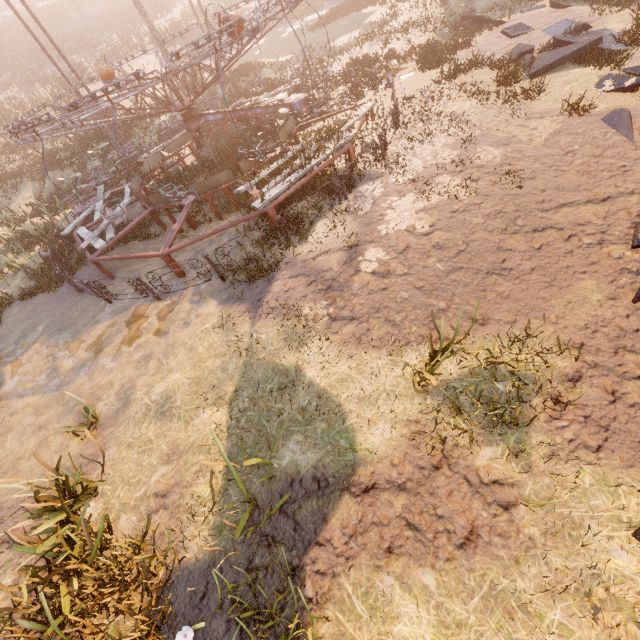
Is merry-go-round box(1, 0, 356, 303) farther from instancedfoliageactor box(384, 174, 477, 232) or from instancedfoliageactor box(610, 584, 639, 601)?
instancedfoliageactor box(610, 584, 639, 601)

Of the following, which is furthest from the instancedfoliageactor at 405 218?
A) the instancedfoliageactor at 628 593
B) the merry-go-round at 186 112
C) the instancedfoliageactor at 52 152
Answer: the instancedfoliageactor at 52 152

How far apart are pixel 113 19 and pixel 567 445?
62.3m

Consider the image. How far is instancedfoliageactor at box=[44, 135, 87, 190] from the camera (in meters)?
15.07

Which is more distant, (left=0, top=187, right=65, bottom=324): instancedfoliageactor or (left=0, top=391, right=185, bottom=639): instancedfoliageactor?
(left=0, top=187, right=65, bottom=324): instancedfoliageactor

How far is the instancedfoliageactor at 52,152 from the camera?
15.1m

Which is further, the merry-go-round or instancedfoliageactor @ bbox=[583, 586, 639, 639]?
the merry-go-round

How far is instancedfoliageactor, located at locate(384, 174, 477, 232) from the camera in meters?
7.1
